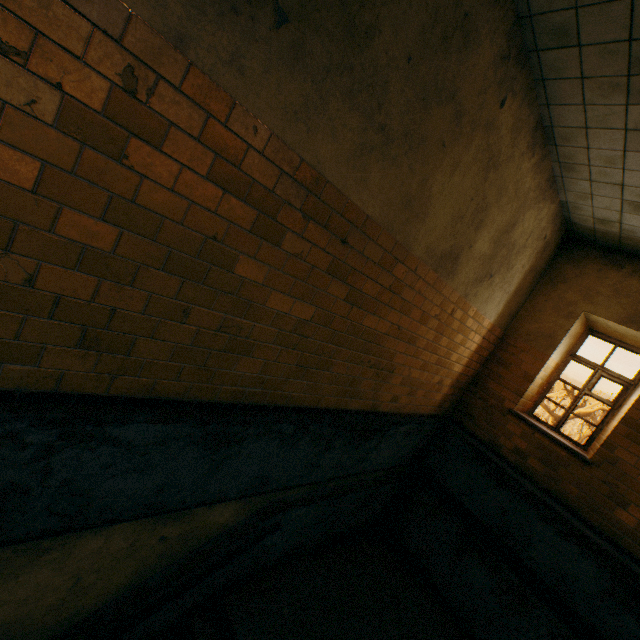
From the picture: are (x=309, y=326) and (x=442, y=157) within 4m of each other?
yes

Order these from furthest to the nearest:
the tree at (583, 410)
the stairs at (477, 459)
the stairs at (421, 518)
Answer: the tree at (583, 410), the stairs at (421, 518), the stairs at (477, 459)

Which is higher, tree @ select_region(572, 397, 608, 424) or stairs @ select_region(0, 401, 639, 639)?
A: tree @ select_region(572, 397, 608, 424)

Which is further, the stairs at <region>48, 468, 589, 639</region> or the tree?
the tree

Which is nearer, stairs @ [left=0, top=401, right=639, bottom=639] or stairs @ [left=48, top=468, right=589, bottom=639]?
stairs @ [left=0, top=401, right=639, bottom=639]

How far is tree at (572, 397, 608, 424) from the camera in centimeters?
3117cm

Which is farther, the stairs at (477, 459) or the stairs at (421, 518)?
the stairs at (421, 518)
